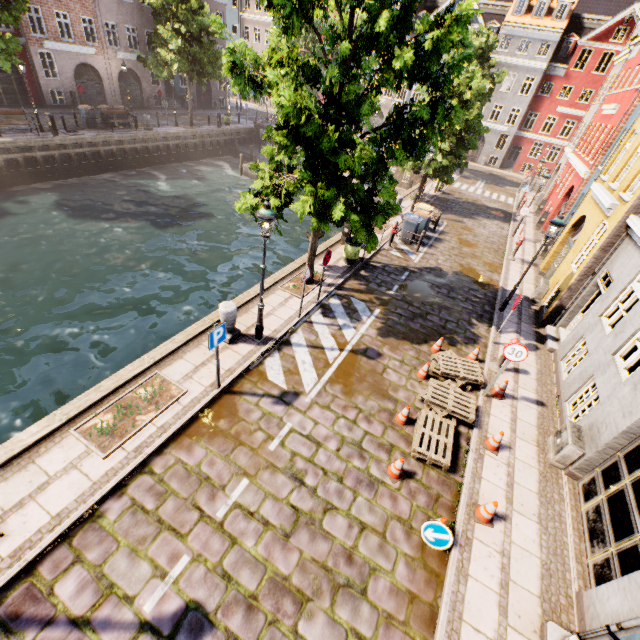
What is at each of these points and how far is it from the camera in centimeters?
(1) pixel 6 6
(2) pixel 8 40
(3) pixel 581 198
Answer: (1) tree, 1578cm
(2) tree, 1703cm
(3) building, 1741cm

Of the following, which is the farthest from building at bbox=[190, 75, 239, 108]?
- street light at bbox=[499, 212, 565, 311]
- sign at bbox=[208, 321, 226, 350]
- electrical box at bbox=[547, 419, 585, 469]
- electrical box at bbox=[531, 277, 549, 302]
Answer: electrical box at bbox=[547, 419, 585, 469]

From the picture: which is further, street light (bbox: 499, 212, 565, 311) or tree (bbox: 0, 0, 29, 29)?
tree (bbox: 0, 0, 29, 29)

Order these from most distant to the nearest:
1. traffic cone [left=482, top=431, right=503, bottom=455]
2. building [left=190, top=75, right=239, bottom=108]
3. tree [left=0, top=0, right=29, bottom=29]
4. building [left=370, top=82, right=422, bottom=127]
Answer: building [left=370, top=82, right=422, bottom=127] → building [left=190, top=75, right=239, bottom=108] → tree [left=0, top=0, right=29, bottom=29] → traffic cone [left=482, top=431, right=503, bottom=455]

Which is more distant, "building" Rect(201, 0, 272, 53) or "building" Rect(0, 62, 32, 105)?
"building" Rect(201, 0, 272, 53)

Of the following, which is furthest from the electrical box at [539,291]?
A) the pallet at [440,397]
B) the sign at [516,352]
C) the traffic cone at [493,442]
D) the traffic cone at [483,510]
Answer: the traffic cone at [483,510]

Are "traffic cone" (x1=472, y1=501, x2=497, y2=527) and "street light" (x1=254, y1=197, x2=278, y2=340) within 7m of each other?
yes

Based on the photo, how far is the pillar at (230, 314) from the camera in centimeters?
833cm
